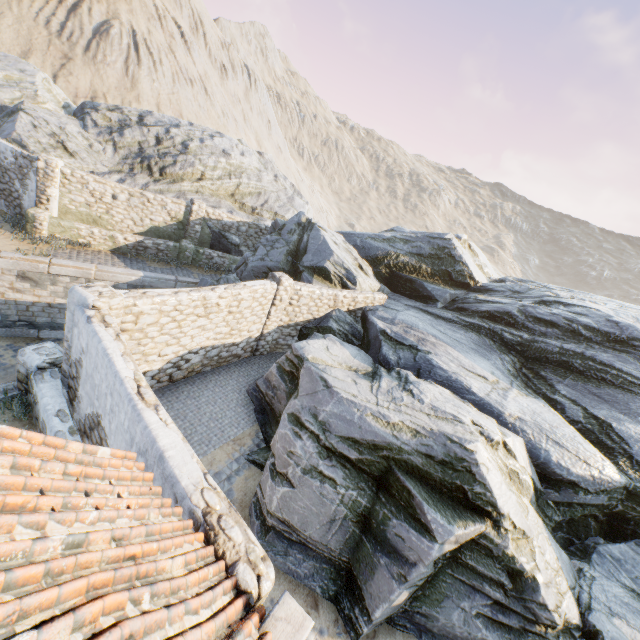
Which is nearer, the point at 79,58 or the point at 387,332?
the point at 387,332

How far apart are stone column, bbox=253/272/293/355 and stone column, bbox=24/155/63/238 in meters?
9.8

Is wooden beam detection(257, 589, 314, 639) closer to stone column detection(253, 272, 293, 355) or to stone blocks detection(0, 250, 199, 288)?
stone blocks detection(0, 250, 199, 288)

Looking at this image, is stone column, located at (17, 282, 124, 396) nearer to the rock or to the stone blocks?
the stone blocks

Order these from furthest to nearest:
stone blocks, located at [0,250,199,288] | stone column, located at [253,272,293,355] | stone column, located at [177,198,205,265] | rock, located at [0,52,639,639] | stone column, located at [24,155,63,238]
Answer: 1. stone column, located at [177,198,205,265]
2. stone column, located at [24,155,63,238]
3. stone blocks, located at [0,250,199,288]
4. stone column, located at [253,272,293,355]
5. rock, located at [0,52,639,639]

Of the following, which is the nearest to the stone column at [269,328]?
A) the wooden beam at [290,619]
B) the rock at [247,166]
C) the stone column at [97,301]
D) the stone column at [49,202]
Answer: the rock at [247,166]

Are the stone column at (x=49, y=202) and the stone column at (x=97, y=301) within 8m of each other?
no

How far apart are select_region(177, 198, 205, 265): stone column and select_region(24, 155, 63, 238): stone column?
5.0 meters
